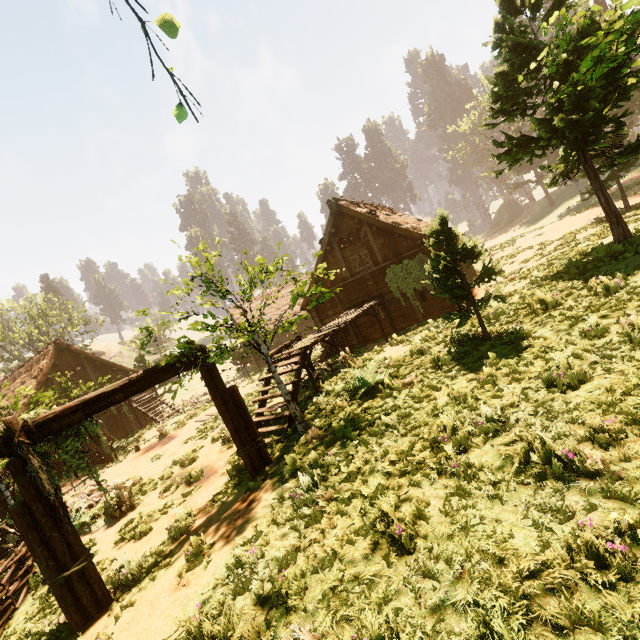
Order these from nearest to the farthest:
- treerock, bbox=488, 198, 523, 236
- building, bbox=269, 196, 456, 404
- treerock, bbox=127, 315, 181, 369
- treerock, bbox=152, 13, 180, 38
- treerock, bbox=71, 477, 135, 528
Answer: treerock, bbox=152, 13, 180, 38, treerock, bbox=127, 315, 181, 369, treerock, bbox=71, 477, 135, 528, building, bbox=269, 196, 456, 404, treerock, bbox=488, 198, 523, 236

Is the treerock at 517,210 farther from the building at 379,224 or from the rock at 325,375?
the rock at 325,375

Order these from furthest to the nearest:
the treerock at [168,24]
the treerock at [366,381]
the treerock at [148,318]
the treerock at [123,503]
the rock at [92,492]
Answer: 1. the rock at [92,492]
2. the treerock at [123,503]
3. the treerock at [366,381]
4. the treerock at [148,318]
5. the treerock at [168,24]

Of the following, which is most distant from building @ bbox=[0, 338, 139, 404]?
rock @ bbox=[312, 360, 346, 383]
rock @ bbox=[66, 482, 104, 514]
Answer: rock @ bbox=[66, 482, 104, 514]

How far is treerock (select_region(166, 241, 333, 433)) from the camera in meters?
7.1 m

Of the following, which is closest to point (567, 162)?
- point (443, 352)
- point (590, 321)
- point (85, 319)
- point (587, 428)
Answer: point (590, 321)
